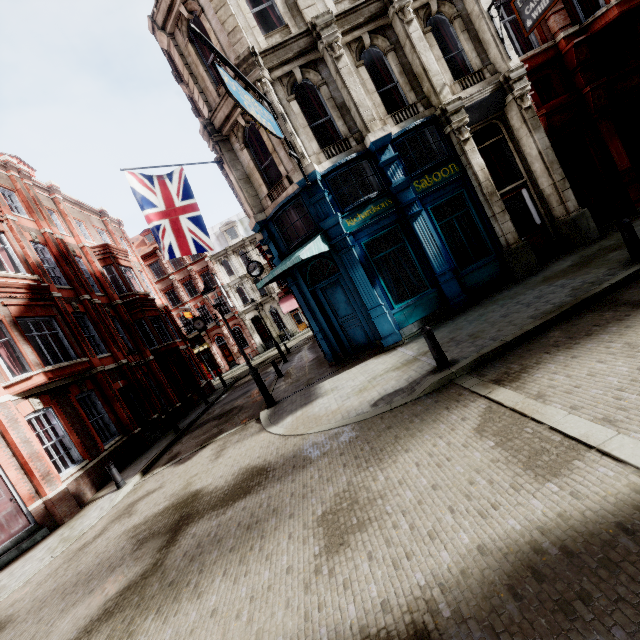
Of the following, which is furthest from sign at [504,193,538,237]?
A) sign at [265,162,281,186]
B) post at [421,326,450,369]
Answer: sign at [265,162,281,186]

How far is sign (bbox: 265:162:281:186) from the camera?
11.2 meters

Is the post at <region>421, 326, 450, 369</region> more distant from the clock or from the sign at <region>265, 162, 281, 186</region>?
the clock

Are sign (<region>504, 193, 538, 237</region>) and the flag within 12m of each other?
yes

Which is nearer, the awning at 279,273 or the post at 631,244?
the post at 631,244

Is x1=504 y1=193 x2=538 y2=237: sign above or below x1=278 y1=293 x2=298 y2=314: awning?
below

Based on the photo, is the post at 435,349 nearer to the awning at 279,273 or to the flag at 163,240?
the awning at 279,273

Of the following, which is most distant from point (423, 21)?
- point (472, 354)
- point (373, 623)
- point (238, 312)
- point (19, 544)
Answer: point (238, 312)
